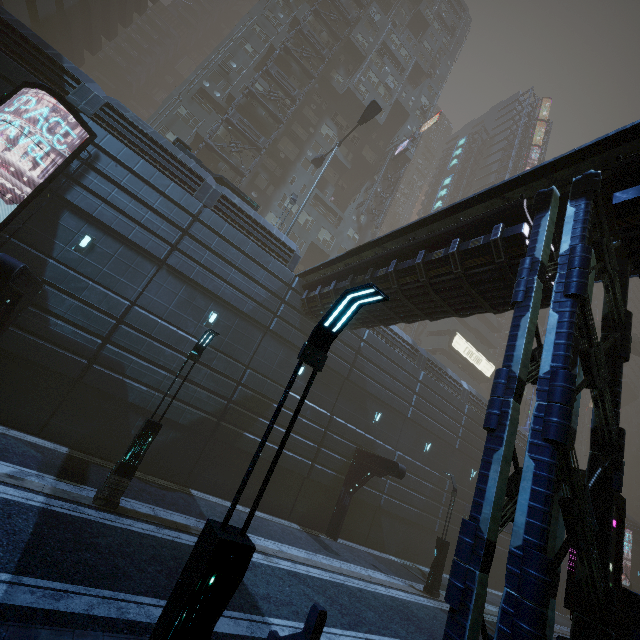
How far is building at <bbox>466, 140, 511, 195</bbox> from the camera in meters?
56.4

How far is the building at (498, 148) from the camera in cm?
5644

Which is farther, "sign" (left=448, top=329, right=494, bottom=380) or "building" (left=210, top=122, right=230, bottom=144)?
"sign" (left=448, top=329, right=494, bottom=380)

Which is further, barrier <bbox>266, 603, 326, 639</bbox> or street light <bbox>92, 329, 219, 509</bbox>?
street light <bbox>92, 329, 219, 509</bbox>

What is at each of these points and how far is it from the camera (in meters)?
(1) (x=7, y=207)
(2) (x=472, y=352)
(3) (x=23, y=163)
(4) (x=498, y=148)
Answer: (1) building, 12.16
(2) sign, 45.94
(3) building, 12.62
(4) building, 59.47

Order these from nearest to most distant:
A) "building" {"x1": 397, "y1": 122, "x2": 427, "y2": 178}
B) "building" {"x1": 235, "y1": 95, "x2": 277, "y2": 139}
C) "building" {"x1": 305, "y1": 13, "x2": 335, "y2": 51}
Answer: "building" {"x1": 235, "y1": 95, "x2": 277, "y2": 139}
"building" {"x1": 305, "y1": 13, "x2": 335, "y2": 51}
"building" {"x1": 397, "y1": 122, "x2": 427, "y2": 178}

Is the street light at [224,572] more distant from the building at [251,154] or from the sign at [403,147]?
the sign at [403,147]
